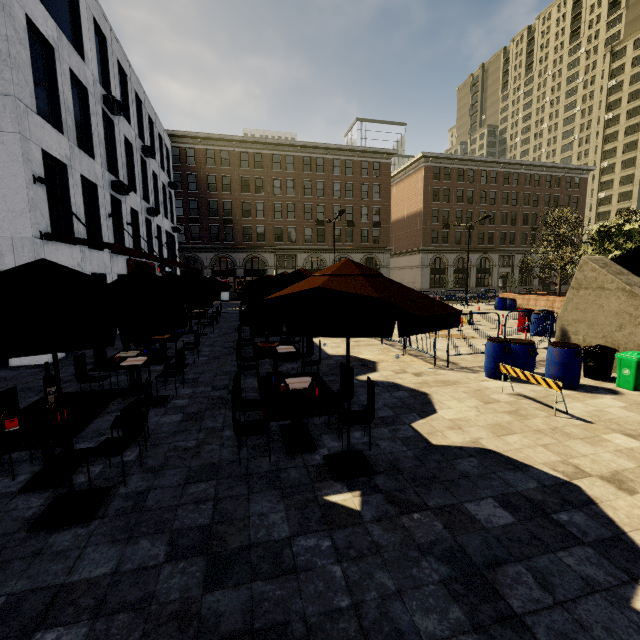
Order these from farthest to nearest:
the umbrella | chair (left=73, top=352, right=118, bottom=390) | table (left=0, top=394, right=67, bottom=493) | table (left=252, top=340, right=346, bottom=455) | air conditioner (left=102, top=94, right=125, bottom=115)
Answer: air conditioner (left=102, top=94, right=125, bottom=115), chair (left=73, top=352, right=118, bottom=390), table (left=252, top=340, right=346, bottom=455), table (left=0, top=394, right=67, bottom=493), the umbrella

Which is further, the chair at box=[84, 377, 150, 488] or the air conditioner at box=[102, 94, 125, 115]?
the air conditioner at box=[102, 94, 125, 115]

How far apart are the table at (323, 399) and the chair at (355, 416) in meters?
0.6 m

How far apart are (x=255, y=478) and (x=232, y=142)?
43.30m

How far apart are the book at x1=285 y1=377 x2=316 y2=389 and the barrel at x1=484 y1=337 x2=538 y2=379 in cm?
522

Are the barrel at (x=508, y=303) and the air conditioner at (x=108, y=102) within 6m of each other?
no

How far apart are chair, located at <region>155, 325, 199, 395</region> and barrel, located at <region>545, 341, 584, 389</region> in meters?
9.2 m

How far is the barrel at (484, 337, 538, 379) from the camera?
8.31m
